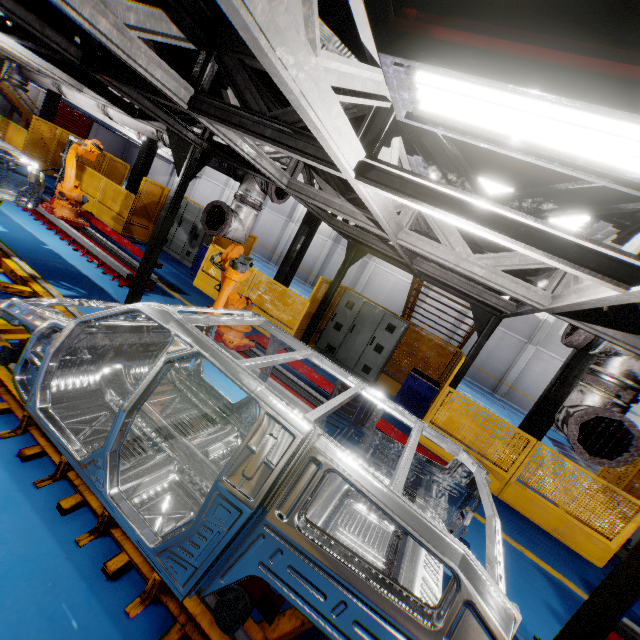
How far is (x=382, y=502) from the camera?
1.6 meters

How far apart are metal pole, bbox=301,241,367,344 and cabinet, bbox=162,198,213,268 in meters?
5.8 m

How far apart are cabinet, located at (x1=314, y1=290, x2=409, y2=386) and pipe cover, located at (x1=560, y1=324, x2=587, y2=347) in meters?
4.9 m

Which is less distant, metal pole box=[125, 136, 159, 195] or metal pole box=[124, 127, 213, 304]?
metal pole box=[124, 127, 213, 304]

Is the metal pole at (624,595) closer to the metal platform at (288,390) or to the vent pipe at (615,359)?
the vent pipe at (615,359)

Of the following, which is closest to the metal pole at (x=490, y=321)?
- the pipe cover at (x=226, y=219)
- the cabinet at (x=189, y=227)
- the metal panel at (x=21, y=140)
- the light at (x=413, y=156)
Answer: the metal panel at (x=21, y=140)

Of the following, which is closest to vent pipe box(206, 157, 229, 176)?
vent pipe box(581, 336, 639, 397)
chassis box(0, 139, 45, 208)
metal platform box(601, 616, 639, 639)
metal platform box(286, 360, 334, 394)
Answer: chassis box(0, 139, 45, 208)

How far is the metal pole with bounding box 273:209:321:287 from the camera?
9.84m
